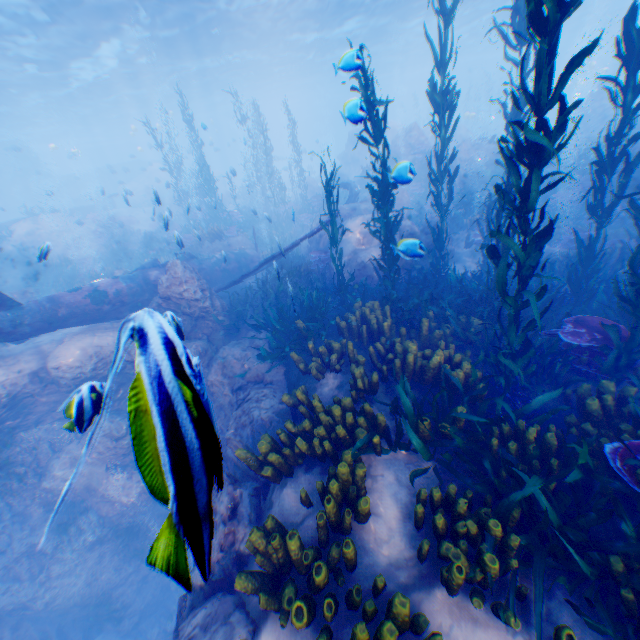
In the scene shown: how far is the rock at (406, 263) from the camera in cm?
582

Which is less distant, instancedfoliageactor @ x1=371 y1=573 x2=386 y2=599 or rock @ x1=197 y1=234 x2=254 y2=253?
instancedfoliageactor @ x1=371 y1=573 x2=386 y2=599

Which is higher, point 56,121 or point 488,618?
point 56,121

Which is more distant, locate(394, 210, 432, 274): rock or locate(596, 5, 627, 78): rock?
locate(596, 5, 627, 78): rock

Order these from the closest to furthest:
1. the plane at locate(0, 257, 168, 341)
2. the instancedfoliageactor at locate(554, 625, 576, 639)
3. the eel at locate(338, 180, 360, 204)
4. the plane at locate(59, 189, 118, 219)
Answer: the instancedfoliageactor at locate(554, 625, 576, 639), the plane at locate(0, 257, 168, 341), the eel at locate(338, 180, 360, 204), the plane at locate(59, 189, 118, 219)

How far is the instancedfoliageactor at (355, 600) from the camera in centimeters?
305cm

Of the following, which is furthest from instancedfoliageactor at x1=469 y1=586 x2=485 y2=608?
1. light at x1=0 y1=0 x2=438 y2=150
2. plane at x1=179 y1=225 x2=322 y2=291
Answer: light at x1=0 y1=0 x2=438 y2=150

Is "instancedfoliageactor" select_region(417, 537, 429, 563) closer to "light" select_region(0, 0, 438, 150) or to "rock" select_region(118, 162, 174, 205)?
"rock" select_region(118, 162, 174, 205)
